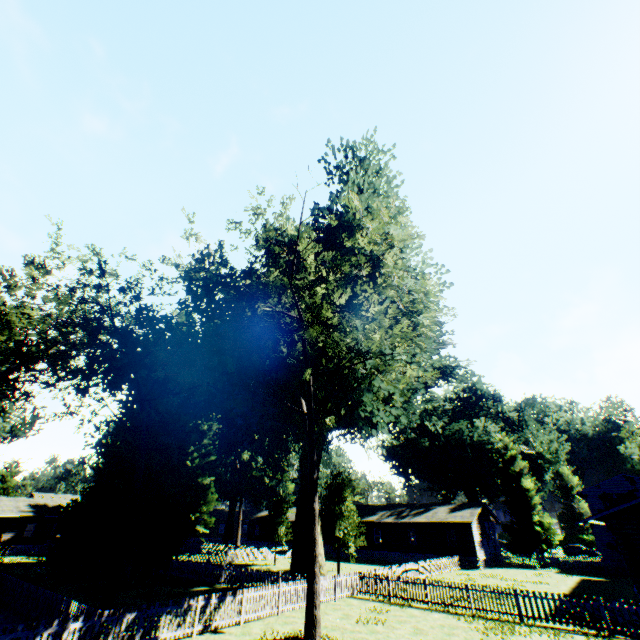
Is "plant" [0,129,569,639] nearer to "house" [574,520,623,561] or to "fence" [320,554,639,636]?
"fence" [320,554,639,636]

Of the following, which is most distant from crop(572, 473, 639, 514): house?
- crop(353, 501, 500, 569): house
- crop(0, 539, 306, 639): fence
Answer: crop(0, 539, 306, 639): fence

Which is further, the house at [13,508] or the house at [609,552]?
the house at [13,508]

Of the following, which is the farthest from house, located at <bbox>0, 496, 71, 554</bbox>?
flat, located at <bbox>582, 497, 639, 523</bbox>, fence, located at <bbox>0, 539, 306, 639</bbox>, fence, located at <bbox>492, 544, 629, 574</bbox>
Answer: flat, located at <bbox>582, 497, 639, 523</bbox>

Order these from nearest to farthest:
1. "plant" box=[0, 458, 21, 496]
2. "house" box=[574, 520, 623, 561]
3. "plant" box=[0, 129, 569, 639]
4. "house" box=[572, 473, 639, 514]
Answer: "plant" box=[0, 129, 569, 639], "house" box=[574, 520, 623, 561], "house" box=[572, 473, 639, 514], "plant" box=[0, 458, 21, 496]

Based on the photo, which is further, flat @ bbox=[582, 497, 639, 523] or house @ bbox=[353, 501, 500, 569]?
house @ bbox=[353, 501, 500, 569]

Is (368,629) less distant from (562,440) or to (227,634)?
(227,634)

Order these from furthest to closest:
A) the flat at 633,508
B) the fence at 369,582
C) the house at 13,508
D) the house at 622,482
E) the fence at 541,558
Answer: the house at 13,508 < the house at 622,482 < the fence at 541,558 < the flat at 633,508 < the fence at 369,582
